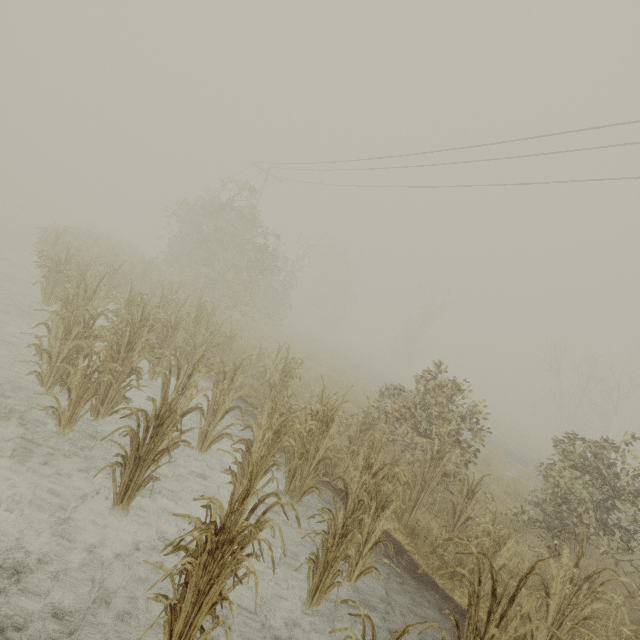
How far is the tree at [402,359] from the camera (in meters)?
39.88

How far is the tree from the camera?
39.9m

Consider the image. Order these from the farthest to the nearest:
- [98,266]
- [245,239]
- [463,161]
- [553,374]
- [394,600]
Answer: [553,374] → [245,239] → [463,161] → [98,266] → [394,600]
